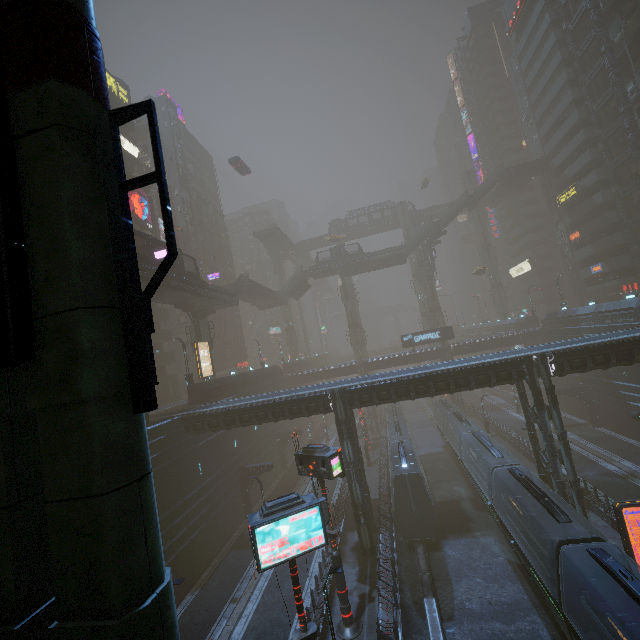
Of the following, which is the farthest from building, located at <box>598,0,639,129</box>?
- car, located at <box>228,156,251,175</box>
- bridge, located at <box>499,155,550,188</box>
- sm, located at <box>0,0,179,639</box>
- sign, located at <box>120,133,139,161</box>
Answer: car, located at <box>228,156,251,175</box>

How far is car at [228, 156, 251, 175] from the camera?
46.2 meters

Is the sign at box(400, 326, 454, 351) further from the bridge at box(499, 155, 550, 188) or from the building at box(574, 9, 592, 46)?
the bridge at box(499, 155, 550, 188)

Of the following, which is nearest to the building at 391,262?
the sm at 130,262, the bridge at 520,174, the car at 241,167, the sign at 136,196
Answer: the bridge at 520,174

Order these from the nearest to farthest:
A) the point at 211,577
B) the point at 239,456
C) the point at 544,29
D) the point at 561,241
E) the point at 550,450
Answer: the point at 550,450 → the point at 211,577 → the point at 239,456 → the point at 544,29 → the point at 561,241

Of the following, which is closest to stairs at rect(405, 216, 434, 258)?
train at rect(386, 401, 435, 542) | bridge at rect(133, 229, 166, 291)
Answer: train at rect(386, 401, 435, 542)

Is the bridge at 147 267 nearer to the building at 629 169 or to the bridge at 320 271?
the building at 629 169

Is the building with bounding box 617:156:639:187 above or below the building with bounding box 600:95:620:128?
below
